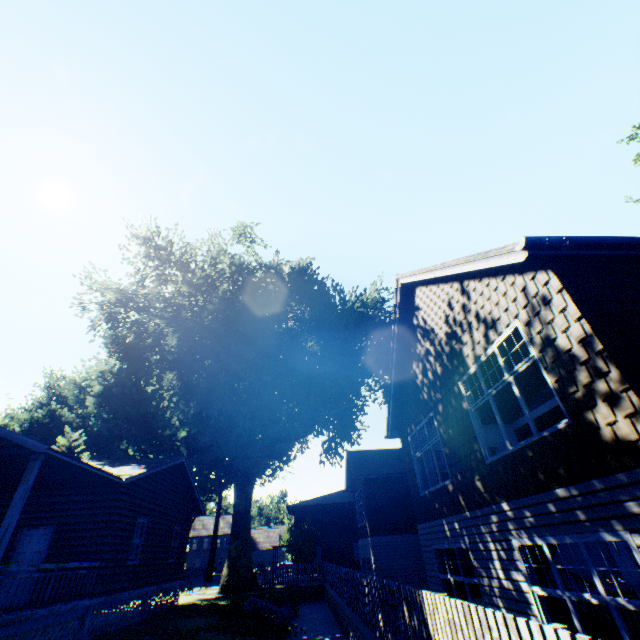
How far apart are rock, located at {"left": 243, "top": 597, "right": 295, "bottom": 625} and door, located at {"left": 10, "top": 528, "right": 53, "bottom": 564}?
8.0 meters

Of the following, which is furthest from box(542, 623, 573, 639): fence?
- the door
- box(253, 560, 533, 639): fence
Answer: the door

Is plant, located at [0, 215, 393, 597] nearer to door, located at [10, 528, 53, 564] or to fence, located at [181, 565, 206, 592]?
fence, located at [181, 565, 206, 592]

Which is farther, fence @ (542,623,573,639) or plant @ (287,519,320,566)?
plant @ (287,519,320,566)

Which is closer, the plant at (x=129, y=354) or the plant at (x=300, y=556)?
the plant at (x=129, y=354)

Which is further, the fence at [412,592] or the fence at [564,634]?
the fence at [412,592]

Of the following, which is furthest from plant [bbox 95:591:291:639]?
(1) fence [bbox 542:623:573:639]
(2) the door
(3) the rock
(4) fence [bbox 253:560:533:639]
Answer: (3) the rock

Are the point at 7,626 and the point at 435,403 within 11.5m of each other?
no
